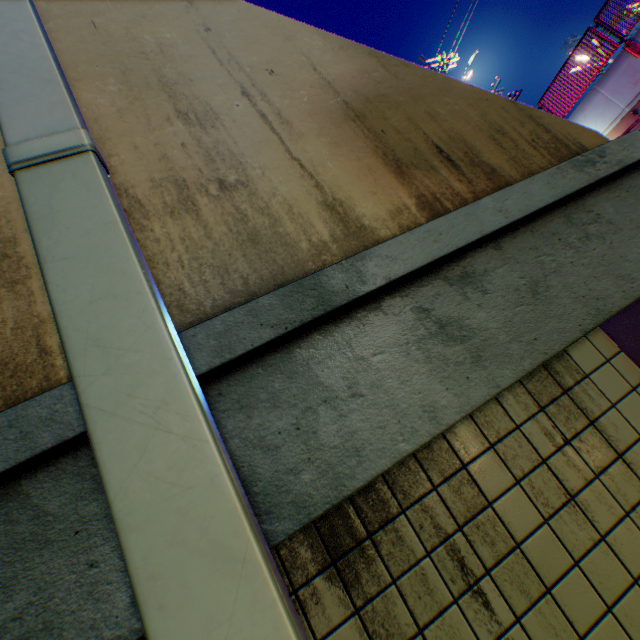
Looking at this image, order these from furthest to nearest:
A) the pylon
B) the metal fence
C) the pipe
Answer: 1. the metal fence
2. the pylon
3. the pipe

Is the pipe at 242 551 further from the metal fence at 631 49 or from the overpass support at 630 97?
the overpass support at 630 97

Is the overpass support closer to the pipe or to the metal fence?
the metal fence

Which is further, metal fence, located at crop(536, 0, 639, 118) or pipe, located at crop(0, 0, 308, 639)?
metal fence, located at crop(536, 0, 639, 118)

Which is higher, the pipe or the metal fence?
the metal fence

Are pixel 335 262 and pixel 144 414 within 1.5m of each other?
yes

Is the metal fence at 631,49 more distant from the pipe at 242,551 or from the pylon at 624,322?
the pipe at 242,551
